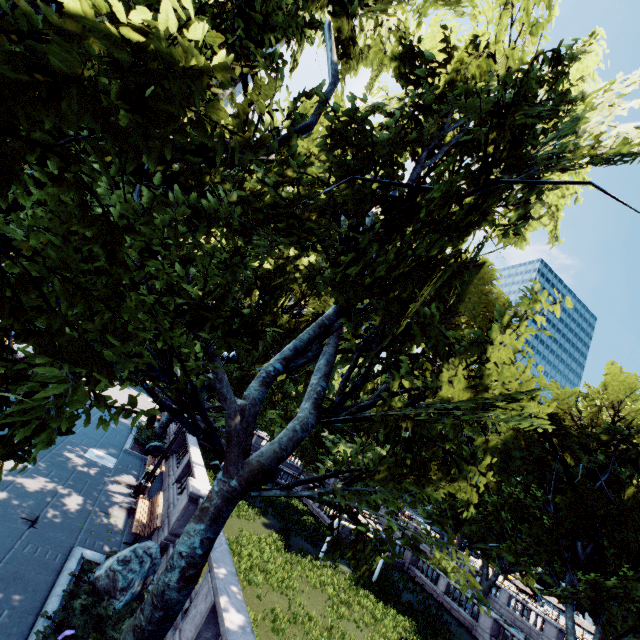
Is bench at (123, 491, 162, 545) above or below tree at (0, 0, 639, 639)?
below

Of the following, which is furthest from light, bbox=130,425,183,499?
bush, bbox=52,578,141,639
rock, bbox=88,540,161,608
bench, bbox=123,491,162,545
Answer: bush, bbox=52,578,141,639

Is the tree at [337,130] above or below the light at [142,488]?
above

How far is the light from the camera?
13.6m

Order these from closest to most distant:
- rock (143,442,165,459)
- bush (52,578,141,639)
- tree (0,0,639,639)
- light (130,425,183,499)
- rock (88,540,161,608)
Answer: tree (0,0,639,639) < bush (52,578,141,639) < rock (88,540,161,608) < light (130,425,183,499) < rock (143,442,165,459)

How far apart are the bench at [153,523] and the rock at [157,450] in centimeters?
676cm

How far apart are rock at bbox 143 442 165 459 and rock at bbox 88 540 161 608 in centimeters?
1113cm

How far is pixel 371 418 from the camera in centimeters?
746cm
